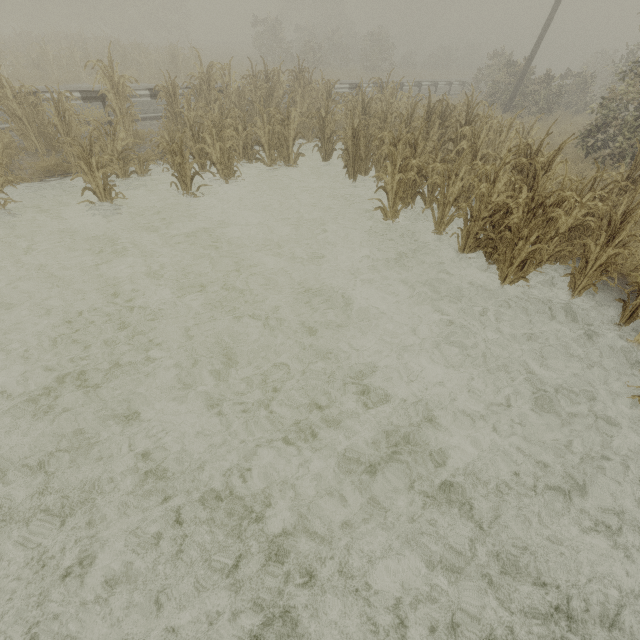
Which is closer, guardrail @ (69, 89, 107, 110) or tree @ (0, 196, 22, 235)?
tree @ (0, 196, 22, 235)

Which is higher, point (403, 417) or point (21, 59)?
point (21, 59)

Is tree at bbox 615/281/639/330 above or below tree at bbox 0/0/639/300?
below

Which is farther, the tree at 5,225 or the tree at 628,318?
the tree at 5,225

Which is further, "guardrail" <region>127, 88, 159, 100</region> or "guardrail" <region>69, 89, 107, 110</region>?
"guardrail" <region>127, 88, 159, 100</region>

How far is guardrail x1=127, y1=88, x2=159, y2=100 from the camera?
10.3m

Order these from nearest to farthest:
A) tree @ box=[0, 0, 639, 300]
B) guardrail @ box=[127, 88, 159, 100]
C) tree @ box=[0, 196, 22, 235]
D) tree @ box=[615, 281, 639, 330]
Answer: tree @ box=[615, 281, 639, 330] → tree @ box=[0, 0, 639, 300] → tree @ box=[0, 196, 22, 235] → guardrail @ box=[127, 88, 159, 100]

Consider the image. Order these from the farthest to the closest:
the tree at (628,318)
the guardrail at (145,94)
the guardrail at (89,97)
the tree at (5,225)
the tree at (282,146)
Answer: the guardrail at (145,94) → the guardrail at (89,97) → the tree at (5,225) → the tree at (282,146) → the tree at (628,318)
